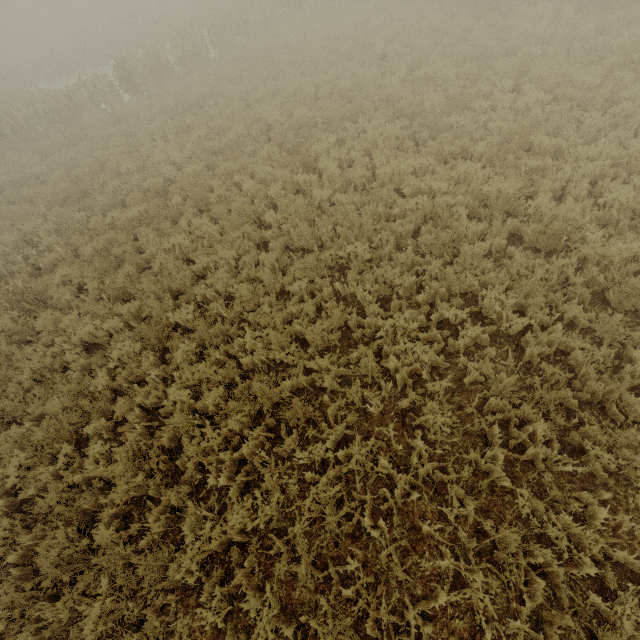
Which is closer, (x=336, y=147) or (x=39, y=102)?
(x=336, y=147)
